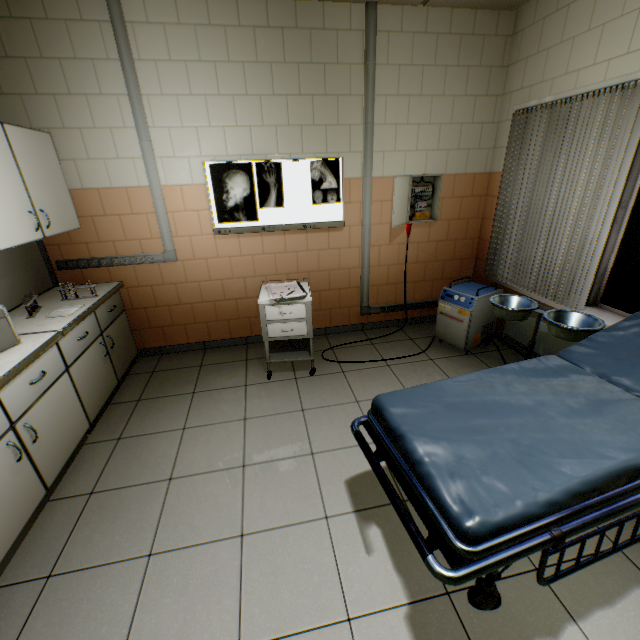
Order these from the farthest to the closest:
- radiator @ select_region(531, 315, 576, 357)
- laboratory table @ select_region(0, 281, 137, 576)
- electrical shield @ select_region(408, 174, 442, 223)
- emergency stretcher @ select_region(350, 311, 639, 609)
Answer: electrical shield @ select_region(408, 174, 442, 223), radiator @ select_region(531, 315, 576, 357), laboratory table @ select_region(0, 281, 137, 576), emergency stretcher @ select_region(350, 311, 639, 609)

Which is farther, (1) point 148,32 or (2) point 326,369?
(2) point 326,369

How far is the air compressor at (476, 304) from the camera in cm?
335

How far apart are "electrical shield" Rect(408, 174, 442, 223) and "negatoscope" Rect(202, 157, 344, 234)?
0.9 meters

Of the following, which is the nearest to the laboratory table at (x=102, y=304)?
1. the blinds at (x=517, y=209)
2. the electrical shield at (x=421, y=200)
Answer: the electrical shield at (x=421, y=200)

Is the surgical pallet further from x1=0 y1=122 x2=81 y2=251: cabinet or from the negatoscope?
x1=0 y1=122 x2=81 y2=251: cabinet

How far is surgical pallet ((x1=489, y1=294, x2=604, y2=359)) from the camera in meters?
A: 2.4

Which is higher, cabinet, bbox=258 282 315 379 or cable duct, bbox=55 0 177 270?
cable duct, bbox=55 0 177 270
